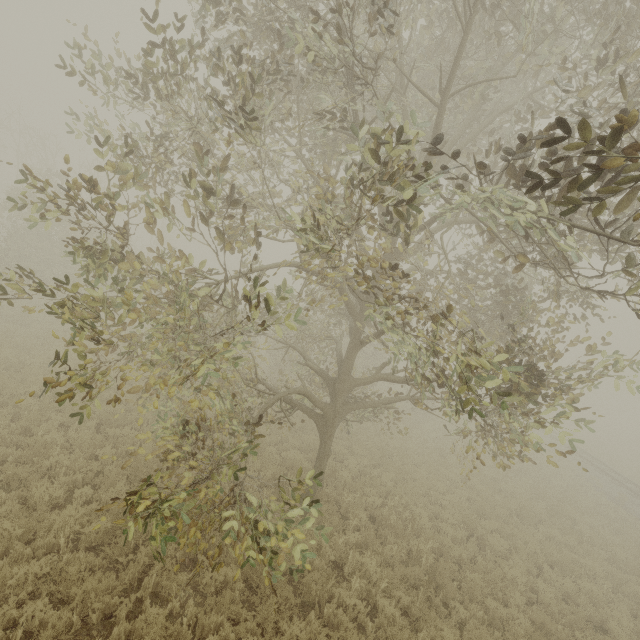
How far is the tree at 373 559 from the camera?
7.20m

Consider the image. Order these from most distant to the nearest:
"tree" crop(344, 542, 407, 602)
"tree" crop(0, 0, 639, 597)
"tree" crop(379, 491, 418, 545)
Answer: "tree" crop(379, 491, 418, 545), "tree" crop(344, 542, 407, 602), "tree" crop(0, 0, 639, 597)

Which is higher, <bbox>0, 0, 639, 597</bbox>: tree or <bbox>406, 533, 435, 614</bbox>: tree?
<bbox>0, 0, 639, 597</bbox>: tree

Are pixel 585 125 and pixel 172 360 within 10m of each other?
yes

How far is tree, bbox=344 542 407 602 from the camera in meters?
7.2 m

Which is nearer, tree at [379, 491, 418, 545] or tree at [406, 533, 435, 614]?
tree at [406, 533, 435, 614]
